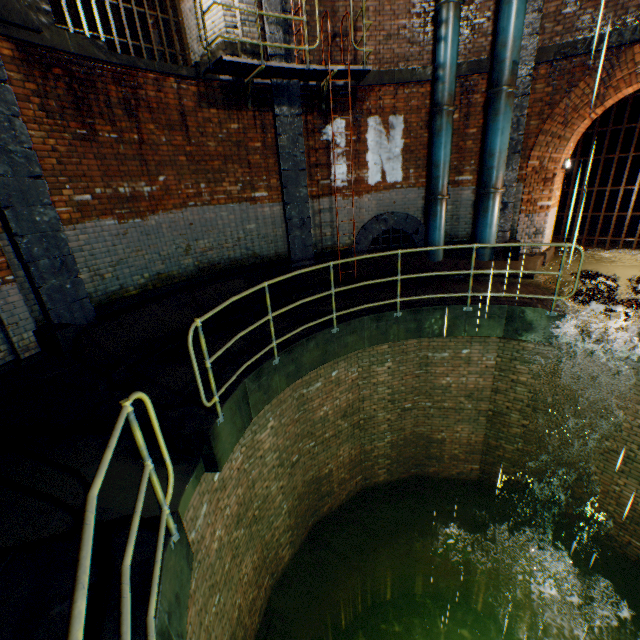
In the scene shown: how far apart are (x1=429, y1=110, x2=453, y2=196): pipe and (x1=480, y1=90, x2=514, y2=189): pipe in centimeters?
79cm

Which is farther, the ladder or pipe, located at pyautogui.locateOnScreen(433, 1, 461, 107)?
pipe, located at pyautogui.locateOnScreen(433, 1, 461, 107)

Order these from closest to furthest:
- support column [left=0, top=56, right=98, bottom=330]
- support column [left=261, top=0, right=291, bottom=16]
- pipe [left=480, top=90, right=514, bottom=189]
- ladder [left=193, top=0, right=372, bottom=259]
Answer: support column [left=0, top=56, right=98, bottom=330], ladder [left=193, top=0, right=372, bottom=259], support column [left=261, top=0, right=291, bottom=16], pipe [left=480, top=90, right=514, bottom=189]

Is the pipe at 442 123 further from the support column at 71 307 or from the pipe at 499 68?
the support column at 71 307

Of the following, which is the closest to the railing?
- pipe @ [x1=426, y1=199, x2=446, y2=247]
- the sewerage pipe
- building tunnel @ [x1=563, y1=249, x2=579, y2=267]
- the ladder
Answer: the ladder

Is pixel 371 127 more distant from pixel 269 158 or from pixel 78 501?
pixel 78 501

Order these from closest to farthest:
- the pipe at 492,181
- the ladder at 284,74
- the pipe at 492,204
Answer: the ladder at 284,74 < the pipe at 492,181 < the pipe at 492,204

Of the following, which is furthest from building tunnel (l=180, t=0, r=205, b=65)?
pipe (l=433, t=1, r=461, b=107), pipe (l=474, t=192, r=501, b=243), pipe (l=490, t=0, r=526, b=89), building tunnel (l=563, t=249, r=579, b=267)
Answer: building tunnel (l=563, t=249, r=579, b=267)
